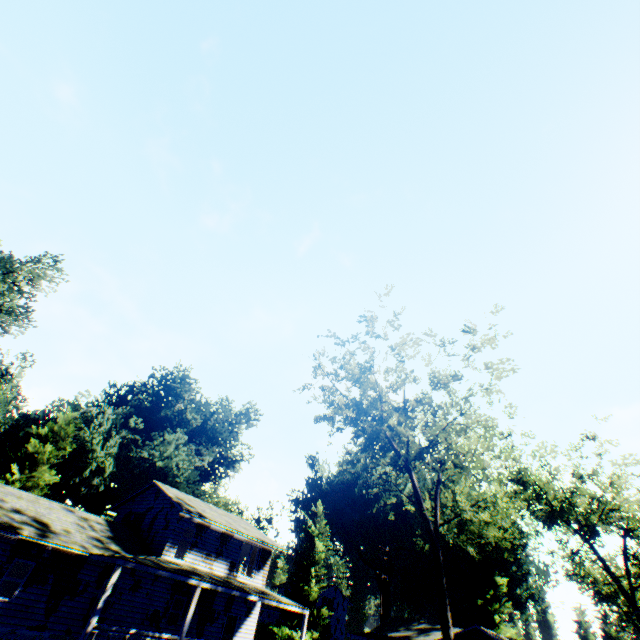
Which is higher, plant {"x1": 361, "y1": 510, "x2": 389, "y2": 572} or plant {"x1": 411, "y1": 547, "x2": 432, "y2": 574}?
plant {"x1": 361, "y1": 510, "x2": 389, "y2": 572}

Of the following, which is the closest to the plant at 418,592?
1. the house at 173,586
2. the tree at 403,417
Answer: the house at 173,586

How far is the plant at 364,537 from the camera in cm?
5724

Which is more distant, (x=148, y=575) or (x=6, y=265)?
(x=6, y=265)

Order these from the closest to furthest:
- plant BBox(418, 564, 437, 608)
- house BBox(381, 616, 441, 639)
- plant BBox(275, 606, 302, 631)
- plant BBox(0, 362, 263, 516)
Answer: plant BBox(0, 362, 263, 516) → house BBox(381, 616, 441, 639) → plant BBox(275, 606, 302, 631) → plant BBox(418, 564, 437, 608)

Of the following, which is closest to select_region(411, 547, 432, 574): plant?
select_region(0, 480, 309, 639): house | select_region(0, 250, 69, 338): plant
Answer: select_region(0, 250, 69, 338): plant

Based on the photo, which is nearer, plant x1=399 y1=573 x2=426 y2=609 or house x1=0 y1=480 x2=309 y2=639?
house x1=0 y1=480 x2=309 y2=639

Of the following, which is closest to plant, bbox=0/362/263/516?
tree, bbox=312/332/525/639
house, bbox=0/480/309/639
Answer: house, bbox=0/480/309/639
